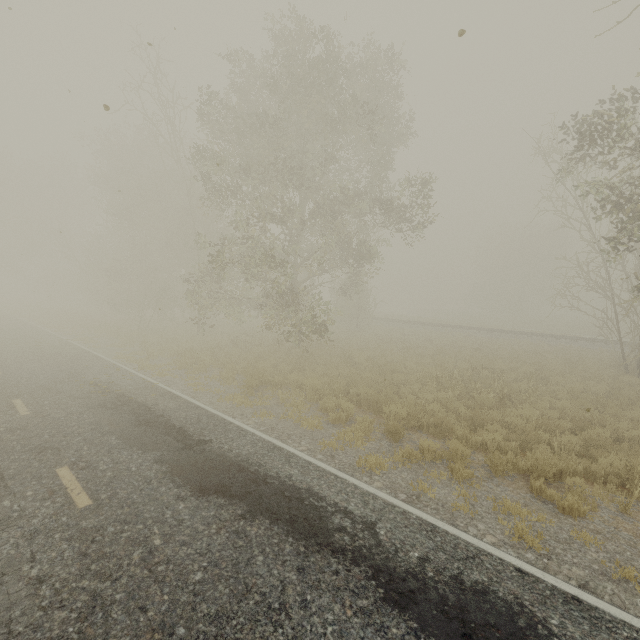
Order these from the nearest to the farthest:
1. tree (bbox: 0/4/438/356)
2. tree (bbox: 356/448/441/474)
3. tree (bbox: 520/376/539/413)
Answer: tree (bbox: 356/448/441/474) → tree (bbox: 520/376/539/413) → tree (bbox: 0/4/438/356)

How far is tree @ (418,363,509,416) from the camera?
10.6m

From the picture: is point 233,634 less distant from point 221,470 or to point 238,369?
point 221,470

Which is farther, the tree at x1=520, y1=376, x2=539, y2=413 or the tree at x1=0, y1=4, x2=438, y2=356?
the tree at x1=0, y1=4, x2=438, y2=356

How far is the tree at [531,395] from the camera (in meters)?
10.50

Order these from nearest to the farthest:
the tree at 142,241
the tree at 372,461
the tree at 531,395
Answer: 1. the tree at 372,461
2. the tree at 531,395
3. the tree at 142,241
